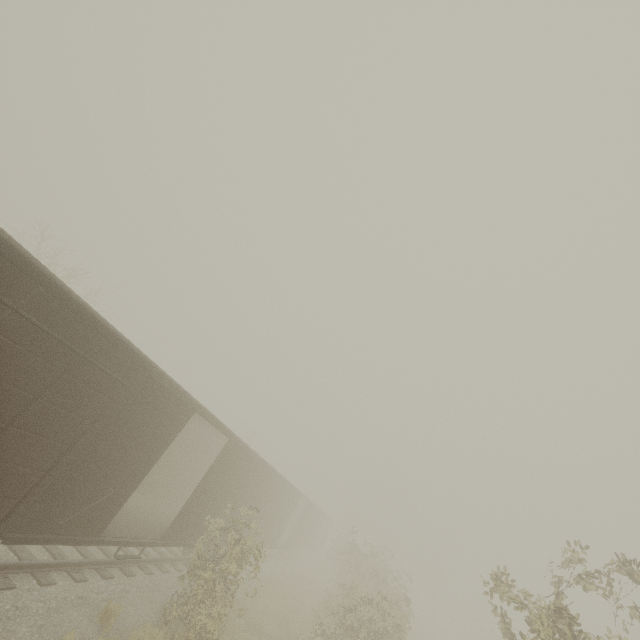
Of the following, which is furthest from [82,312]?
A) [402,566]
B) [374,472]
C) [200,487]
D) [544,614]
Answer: [402,566]
